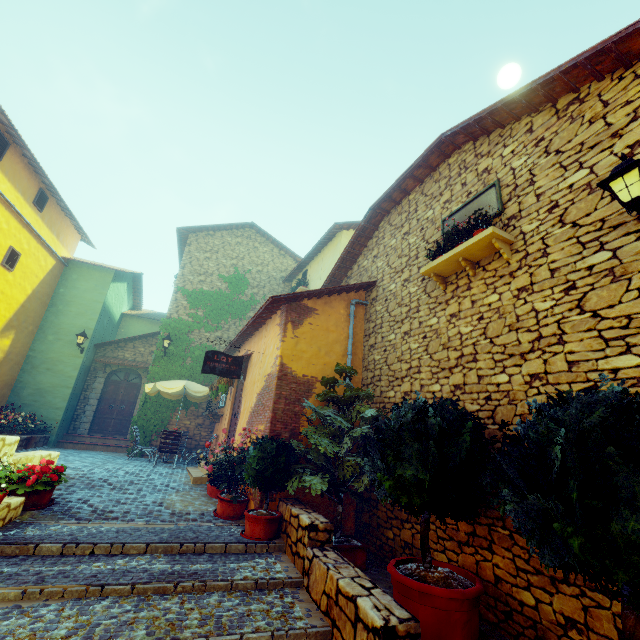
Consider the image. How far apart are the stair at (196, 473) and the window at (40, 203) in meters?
10.7 m

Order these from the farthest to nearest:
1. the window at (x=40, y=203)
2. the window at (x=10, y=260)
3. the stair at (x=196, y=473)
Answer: the window at (x=40, y=203) < the window at (x=10, y=260) < the stair at (x=196, y=473)

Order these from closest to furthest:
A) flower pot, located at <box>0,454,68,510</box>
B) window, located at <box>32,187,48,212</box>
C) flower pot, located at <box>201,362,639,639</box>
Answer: flower pot, located at <box>201,362,639,639</box>
flower pot, located at <box>0,454,68,510</box>
window, located at <box>32,187,48,212</box>

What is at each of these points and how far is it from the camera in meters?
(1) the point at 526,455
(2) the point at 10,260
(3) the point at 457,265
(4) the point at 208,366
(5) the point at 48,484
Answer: (1) flower pot, 2.7
(2) window, 10.8
(3) window sill, 5.6
(4) sign post, 7.6
(5) flower pot, 5.6

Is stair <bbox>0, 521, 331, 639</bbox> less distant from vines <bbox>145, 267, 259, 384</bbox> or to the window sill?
the window sill

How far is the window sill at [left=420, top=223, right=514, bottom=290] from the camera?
4.80m

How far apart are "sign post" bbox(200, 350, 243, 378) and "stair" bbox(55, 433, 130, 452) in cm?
855

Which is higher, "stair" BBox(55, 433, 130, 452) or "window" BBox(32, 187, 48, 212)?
"window" BBox(32, 187, 48, 212)
